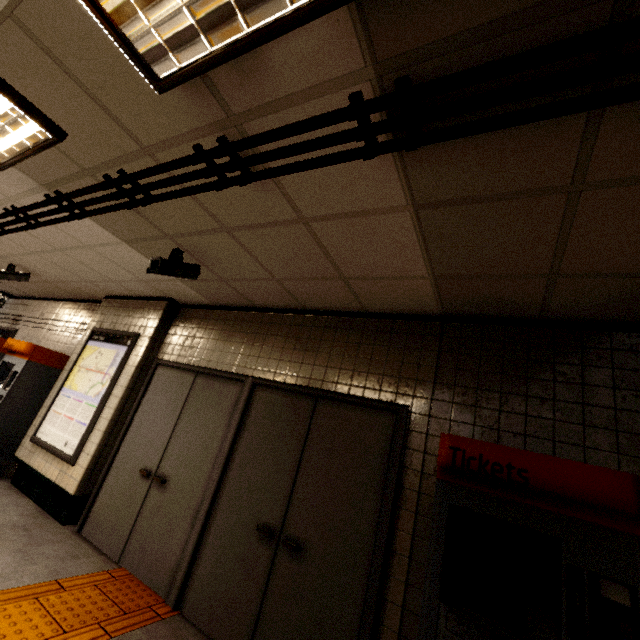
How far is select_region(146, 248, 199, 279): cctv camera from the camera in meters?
3.0 m

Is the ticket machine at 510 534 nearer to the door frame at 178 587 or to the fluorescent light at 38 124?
the door frame at 178 587

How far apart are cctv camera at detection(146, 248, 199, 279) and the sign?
1.8 meters

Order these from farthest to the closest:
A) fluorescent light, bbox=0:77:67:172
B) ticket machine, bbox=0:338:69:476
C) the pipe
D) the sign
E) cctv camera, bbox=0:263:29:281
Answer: cctv camera, bbox=0:263:29:281 < ticket machine, bbox=0:338:69:476 < the sign < fluorescent light, bbox=0:77:67:172 < the pipe

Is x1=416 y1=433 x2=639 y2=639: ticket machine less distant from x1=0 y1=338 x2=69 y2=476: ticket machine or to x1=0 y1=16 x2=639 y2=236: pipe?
x1=0 y1=16 x2=639 y2=236: pipe

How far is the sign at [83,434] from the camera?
4.2m

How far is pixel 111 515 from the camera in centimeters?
360cm

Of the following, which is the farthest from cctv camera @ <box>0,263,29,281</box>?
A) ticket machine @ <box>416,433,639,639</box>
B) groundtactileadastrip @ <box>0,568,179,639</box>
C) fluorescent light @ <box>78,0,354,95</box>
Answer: ticket machine @ <box>416,433,639,639</box>
